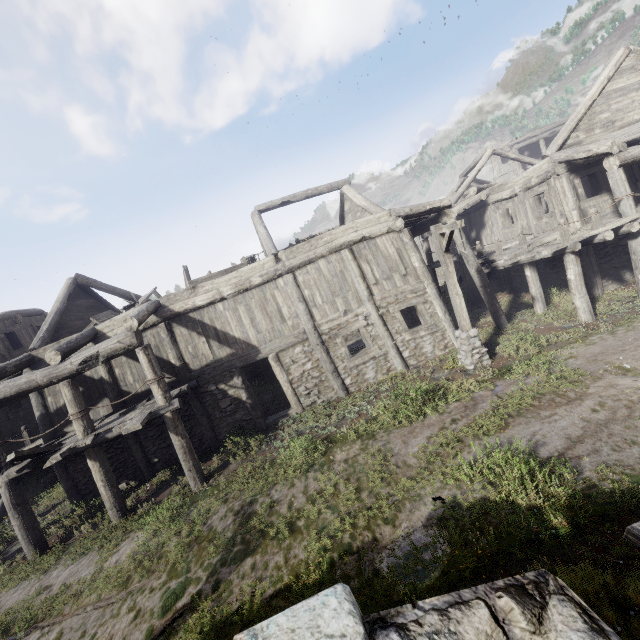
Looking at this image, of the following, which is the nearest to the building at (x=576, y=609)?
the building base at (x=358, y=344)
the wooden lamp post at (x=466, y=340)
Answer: the building base at (x=358, y=344)

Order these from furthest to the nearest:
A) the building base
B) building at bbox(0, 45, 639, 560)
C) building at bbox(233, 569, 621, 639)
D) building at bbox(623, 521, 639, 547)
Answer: the building base, building at bbox(0, 45, 639, 560), building at bbox(623, 521, 639, 547), building at bbox(233, 569, 621, 639)

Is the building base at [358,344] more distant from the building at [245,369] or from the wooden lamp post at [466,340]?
the wooden lamp post at [466,340]

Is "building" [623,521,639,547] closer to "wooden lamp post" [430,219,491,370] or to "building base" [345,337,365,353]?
"building base" [345,337,365,353]

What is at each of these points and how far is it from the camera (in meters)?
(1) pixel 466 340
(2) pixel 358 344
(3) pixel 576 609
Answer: (1) wooden lamp post, 10.38
(2) building base, 20.23
(3) building, 1.32

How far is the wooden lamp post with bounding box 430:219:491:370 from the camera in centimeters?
960cm

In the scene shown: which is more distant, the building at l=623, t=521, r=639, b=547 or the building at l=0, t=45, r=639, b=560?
the building at l=0, t=45, r=639, b=560
